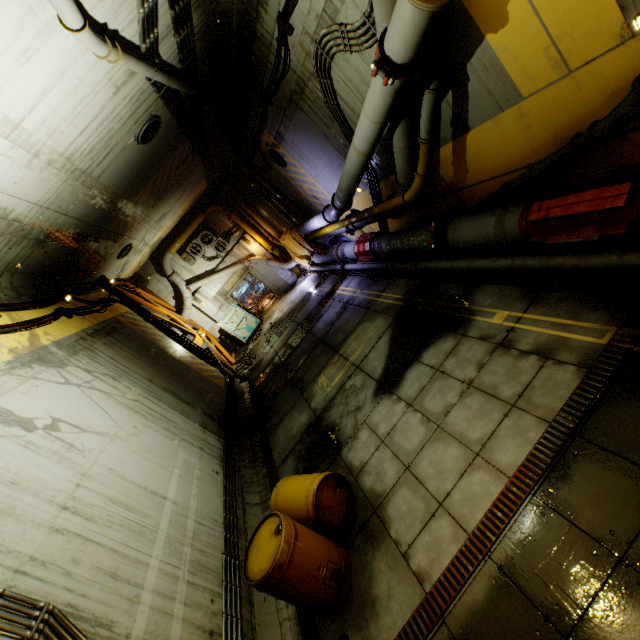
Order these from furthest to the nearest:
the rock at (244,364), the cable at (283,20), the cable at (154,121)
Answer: the rock at (244,364) < the cable at (154,121) < the cable at (283,20)

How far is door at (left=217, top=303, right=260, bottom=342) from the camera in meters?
18.7

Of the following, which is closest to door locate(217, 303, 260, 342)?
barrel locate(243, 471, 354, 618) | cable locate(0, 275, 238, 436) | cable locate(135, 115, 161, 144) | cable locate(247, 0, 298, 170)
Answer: cable locate(0, 275, 238, 436)

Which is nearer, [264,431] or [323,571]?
[323,571]

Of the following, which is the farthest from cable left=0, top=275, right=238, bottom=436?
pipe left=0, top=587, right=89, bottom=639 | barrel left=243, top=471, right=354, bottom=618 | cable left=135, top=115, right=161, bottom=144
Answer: cable left=135, top=115, right=161, bottom=144

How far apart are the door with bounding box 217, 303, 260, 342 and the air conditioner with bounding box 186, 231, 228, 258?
2.85m

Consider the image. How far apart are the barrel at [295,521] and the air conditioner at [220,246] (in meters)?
15.12

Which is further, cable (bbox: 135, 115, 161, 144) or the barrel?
cable (bbox: 135, 115, 161, 144)
